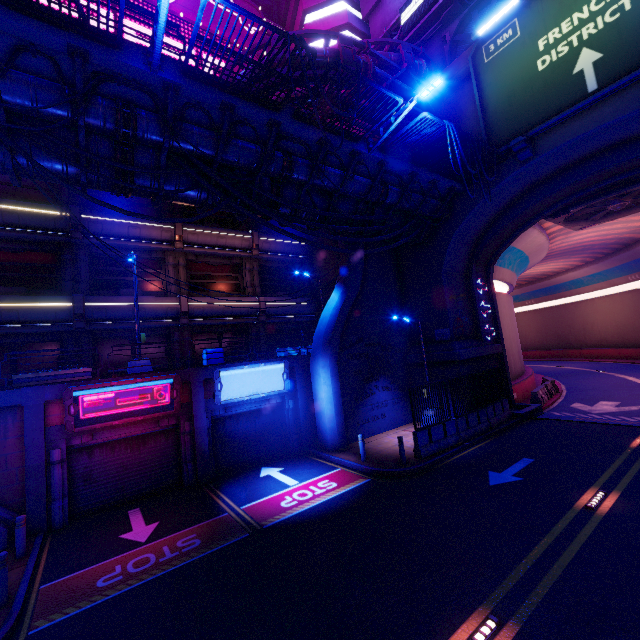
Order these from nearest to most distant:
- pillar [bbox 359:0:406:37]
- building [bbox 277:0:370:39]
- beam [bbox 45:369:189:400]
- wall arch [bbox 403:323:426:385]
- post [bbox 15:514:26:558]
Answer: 1. post [bbox 15:514:26:558]
2. beam [bbox 45:369:189:400]
3. wall arch [bbox 403:323:426:385]
4. pillar [bbox 359:0:406:37]
5. building [bbox 277:0:370:39]

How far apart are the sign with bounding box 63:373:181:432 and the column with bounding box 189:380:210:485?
0.4 meters

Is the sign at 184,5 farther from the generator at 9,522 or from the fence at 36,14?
the generator at 9,522

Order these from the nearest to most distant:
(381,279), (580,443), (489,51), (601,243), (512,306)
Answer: (580,443), (489,51), (381,279), (512,306), (601,243)

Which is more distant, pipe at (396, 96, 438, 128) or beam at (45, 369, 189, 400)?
pipe at (396, 96, 438, 128)

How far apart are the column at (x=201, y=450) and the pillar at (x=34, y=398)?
4.7m

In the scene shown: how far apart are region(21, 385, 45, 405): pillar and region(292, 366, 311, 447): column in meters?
9.9 m

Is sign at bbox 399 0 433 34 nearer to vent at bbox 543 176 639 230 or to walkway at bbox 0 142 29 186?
walkway at bbox 0 142 29 186
